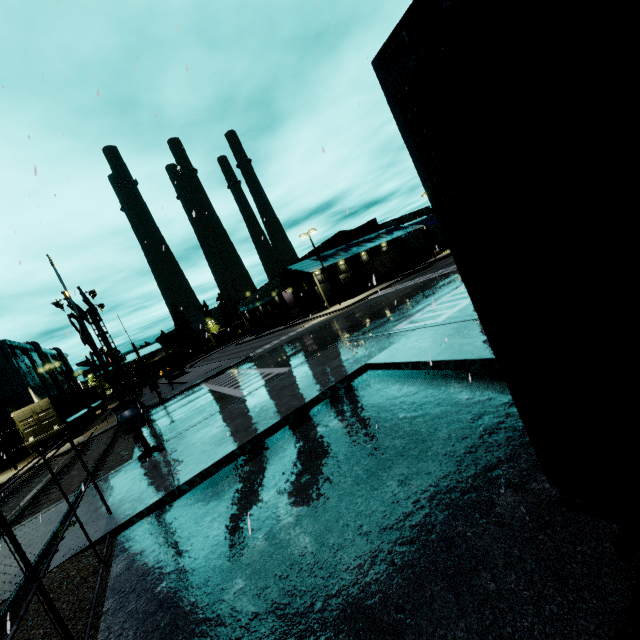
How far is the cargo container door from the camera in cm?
2602

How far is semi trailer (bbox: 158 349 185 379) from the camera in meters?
44.2 m

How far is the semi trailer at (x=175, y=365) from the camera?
44.25m

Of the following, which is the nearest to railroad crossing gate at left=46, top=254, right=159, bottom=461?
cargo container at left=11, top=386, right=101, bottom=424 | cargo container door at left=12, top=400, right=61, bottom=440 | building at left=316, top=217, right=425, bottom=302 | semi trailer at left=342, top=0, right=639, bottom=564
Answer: building at left=316, top=217, right=425, bottom=302

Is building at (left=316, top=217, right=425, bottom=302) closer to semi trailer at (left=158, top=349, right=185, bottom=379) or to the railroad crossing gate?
semi trailer at (left=158, top=349, right=185, bottom=379)

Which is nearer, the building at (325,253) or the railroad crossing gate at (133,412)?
the railroad crossing gate at (133,412)

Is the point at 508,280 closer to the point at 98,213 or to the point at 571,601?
the point at 571,601
